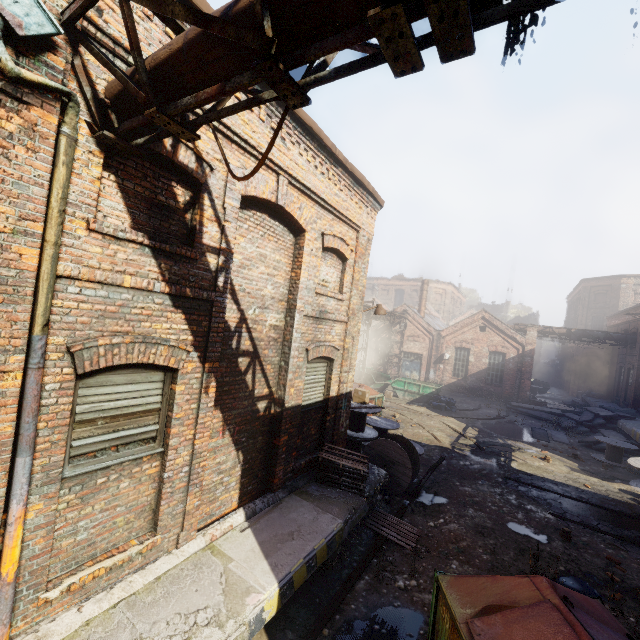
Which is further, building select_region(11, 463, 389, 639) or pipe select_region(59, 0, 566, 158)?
building select_region(11, 463, 389, 639)

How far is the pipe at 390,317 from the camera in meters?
23.6 m

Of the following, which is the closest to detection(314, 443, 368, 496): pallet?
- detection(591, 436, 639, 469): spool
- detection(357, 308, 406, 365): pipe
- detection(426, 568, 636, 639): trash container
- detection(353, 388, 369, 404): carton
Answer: detection(426, 568, 636, 639): trash container

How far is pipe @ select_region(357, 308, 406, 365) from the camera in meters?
23.6 m

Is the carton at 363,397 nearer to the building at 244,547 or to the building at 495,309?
the building at 244,547

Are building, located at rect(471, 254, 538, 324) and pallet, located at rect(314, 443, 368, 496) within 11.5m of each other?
no

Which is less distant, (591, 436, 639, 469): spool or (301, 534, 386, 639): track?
(301, 534, 386, 639): track

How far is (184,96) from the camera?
3.0 meters
